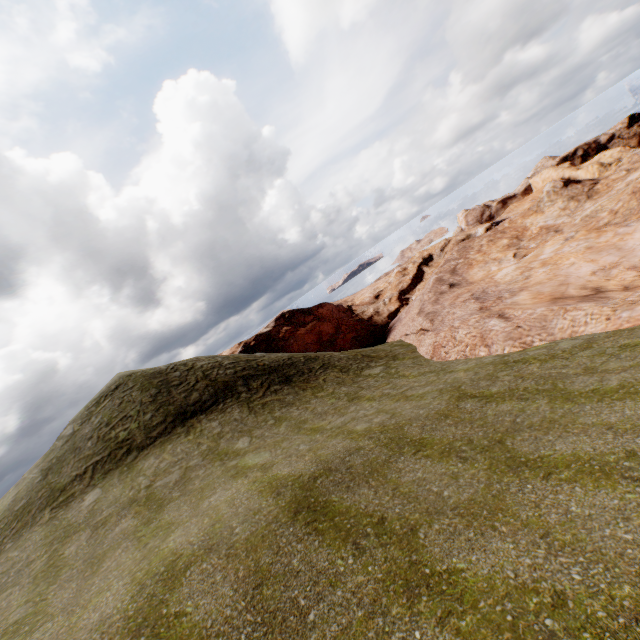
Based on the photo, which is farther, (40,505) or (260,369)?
(260,369)
